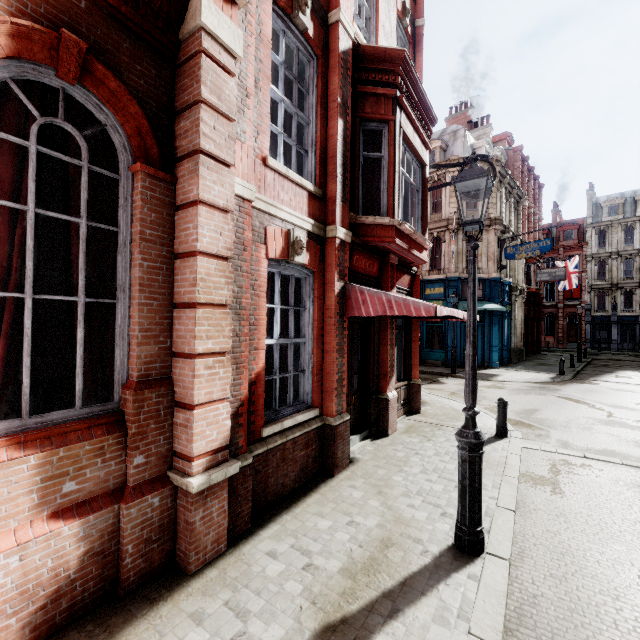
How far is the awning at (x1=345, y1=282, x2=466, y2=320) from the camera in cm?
538

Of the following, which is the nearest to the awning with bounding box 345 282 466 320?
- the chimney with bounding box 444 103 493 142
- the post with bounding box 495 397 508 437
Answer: the post with bounding box 495 397 508 437

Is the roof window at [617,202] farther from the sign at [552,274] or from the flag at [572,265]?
the sign at [552,274]

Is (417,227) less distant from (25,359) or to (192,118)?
(192,118)

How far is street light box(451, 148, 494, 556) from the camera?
3.8 meters

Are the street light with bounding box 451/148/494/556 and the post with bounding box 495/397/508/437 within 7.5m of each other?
yes

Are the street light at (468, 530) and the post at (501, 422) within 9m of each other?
yes

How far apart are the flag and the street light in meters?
33.6 m
